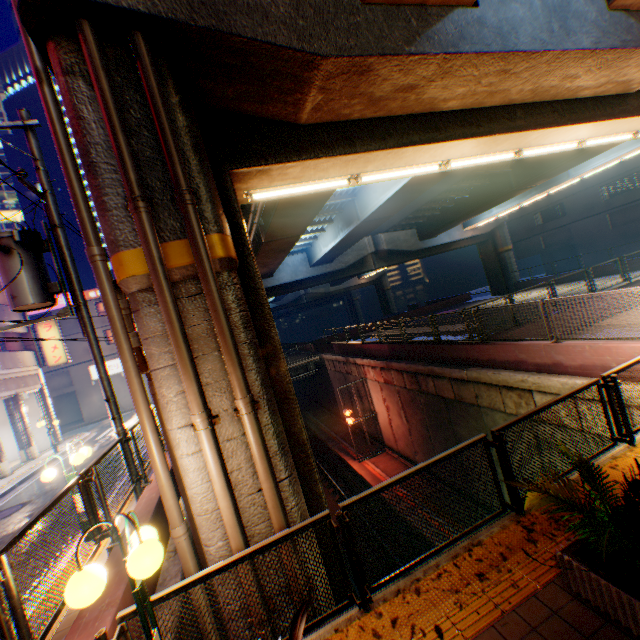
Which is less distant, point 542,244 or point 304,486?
point 304,486

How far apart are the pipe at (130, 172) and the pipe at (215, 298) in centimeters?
29cm

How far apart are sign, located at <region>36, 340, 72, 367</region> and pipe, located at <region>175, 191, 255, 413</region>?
25.61m

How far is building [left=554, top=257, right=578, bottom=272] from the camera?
42.1 meters

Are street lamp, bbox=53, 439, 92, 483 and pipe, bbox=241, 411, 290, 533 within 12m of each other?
yes

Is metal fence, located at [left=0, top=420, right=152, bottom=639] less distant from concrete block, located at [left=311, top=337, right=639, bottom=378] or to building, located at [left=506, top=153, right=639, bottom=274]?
concrete block, located at [left=311, top=337, right=639, bottom=378]

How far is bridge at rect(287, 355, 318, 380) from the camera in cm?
2914

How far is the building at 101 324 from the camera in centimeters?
3278cm
